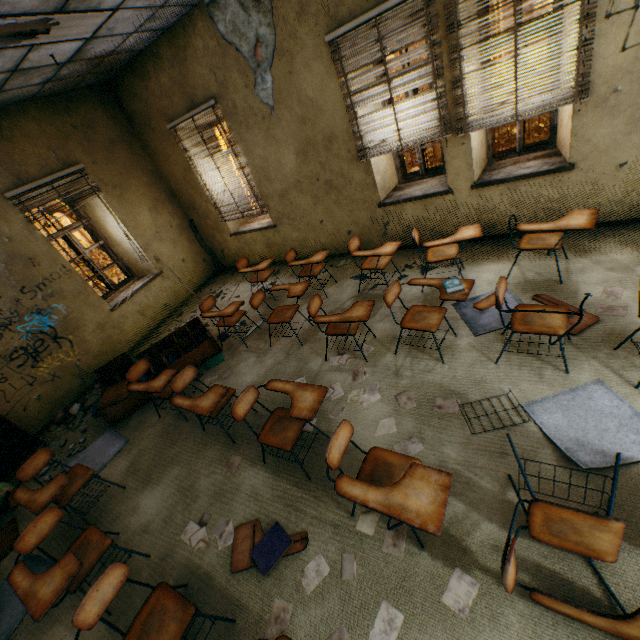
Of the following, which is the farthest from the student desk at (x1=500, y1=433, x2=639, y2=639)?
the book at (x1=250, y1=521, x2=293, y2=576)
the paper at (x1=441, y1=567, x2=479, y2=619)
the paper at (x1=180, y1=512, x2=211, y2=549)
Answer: the paper at (x1=180, y1=512, x2=211, y2=549)

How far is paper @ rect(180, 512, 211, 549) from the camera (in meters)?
→ 2.74

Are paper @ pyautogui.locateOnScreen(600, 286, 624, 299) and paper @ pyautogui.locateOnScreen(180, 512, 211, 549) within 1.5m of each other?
no

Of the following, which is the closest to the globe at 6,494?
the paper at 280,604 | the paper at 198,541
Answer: the paper at 198,541

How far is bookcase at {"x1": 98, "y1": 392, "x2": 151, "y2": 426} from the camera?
4.41m

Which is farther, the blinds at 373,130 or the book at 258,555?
the blinds at 373,130

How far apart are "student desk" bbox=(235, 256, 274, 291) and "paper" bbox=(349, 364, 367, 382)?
2.0m

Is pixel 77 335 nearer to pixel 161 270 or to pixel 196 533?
pixel 161 270
